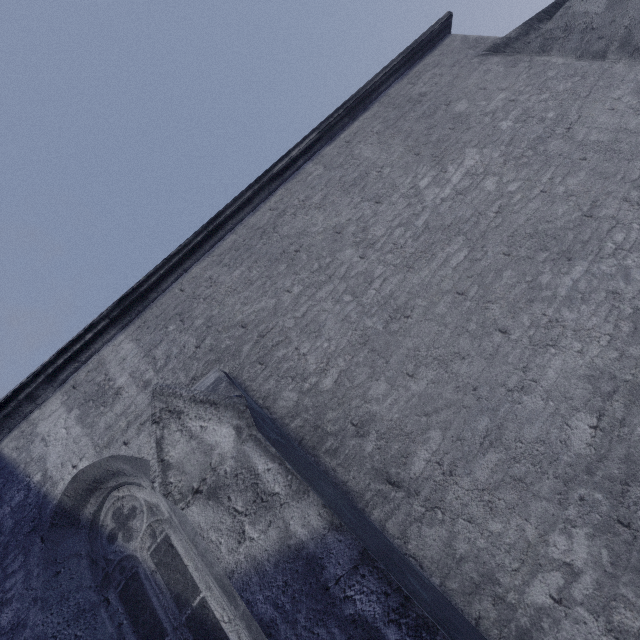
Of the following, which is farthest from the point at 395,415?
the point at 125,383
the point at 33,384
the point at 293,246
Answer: the point at 33,384
